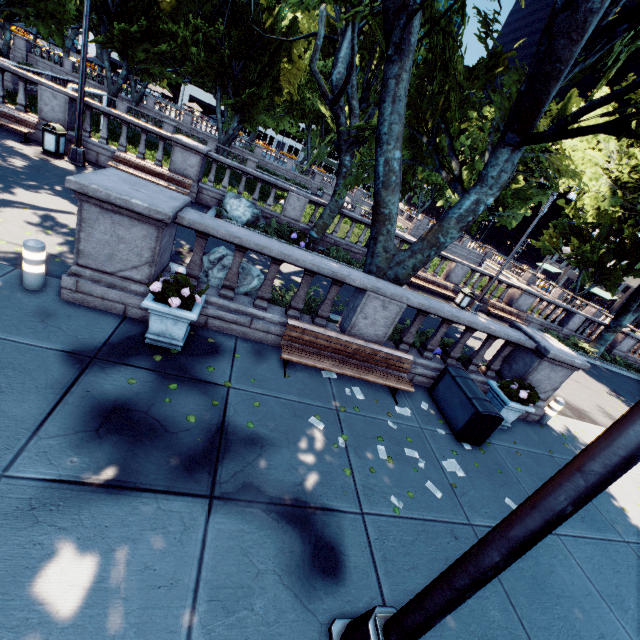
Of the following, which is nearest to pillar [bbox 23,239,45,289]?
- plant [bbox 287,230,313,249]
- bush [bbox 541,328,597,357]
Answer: plant [bbox 287,230,313,249]

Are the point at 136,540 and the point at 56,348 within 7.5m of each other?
yes

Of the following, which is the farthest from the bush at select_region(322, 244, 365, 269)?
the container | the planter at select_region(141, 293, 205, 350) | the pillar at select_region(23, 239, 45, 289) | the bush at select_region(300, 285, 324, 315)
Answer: the pillar at select_region(23, 239, 45, 289)

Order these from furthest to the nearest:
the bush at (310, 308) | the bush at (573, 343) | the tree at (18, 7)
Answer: the tree at (18, 7), the bush at (573, 343), the bush at (310, 308)

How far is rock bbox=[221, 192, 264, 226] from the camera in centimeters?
1348cm

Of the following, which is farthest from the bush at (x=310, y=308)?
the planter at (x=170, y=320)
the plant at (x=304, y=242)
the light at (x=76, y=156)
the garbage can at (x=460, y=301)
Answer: the garbage can at (x=460, y=301)

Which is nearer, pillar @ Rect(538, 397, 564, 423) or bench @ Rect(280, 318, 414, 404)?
bench @ Rect(280, 318, 414, 404)

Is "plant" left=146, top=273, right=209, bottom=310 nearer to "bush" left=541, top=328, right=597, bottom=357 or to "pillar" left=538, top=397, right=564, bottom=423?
"pillar" left=538, top=397, right=564, bottom=423
